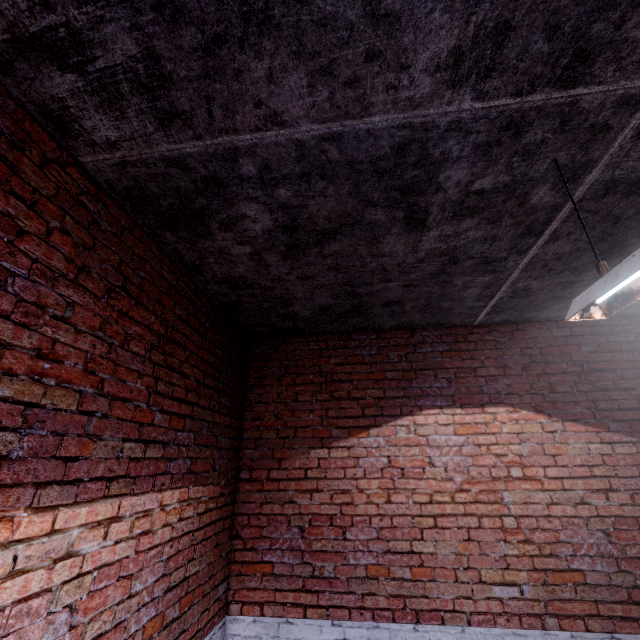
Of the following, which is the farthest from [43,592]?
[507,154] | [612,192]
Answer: [612,192]
